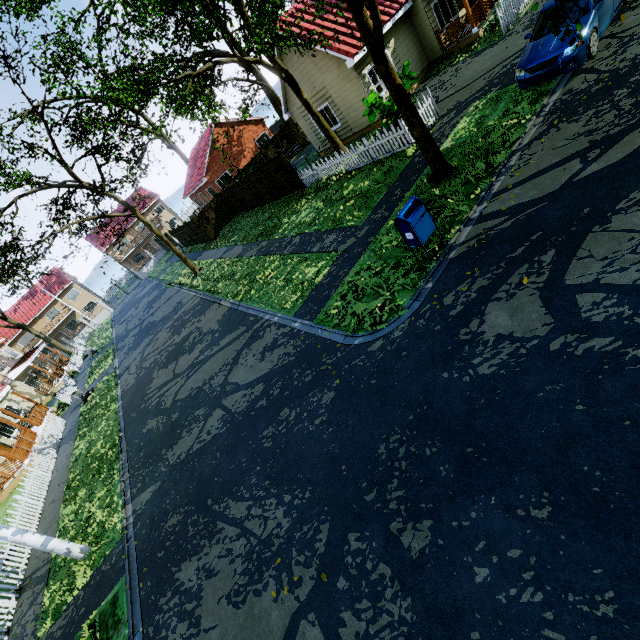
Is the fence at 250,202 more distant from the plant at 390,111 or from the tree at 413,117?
the plant at 390,111

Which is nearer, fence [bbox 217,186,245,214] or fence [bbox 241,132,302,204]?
fence [bbox 241,132,302,204]

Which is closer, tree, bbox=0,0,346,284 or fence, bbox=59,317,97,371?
tree, bbox=0,0,346,284

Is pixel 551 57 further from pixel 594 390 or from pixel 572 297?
pixel 594 390

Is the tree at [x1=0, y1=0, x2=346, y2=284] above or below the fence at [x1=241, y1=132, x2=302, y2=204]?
above

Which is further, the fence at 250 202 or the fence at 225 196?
the fence at 225 196

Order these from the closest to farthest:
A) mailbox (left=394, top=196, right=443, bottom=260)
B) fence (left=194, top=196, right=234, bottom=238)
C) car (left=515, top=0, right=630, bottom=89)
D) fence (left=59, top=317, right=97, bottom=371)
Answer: mailbox (left=394, top=196, right=443, bottom=260), car (left=515, top=0, right=630, bottom=89), fence (left=194, top=196, right=234, bottom=238), fence (left=59, top=317, right=97, bottom=371)

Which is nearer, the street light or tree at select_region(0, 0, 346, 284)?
the street light
